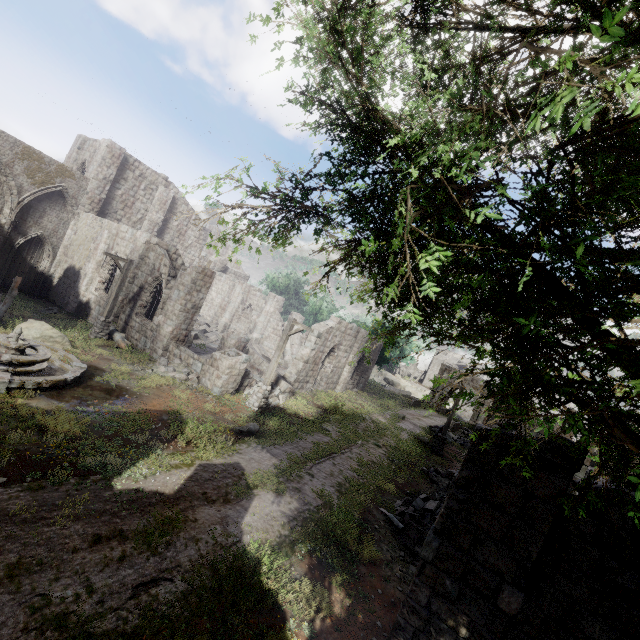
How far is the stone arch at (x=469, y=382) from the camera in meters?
39.7

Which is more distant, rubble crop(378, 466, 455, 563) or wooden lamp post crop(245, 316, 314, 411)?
wooden lamp post crop(245, 316, 314, 411)

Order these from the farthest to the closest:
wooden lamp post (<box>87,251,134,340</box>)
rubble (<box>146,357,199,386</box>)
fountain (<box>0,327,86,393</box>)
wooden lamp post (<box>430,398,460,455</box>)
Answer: wooden lamp post (<box>430,398,460,455</box>) → wooden lamp post (<box>87,251,134,340</box>) → rubble (<box>146,357,199,386</box>) → fountain (<box>0,327,86,393</box>)

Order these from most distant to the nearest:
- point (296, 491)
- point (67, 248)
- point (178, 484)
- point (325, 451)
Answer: point (67, 248), point (325, 451), point (296, 491), point (178, 484)

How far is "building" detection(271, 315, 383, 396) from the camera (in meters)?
21.59

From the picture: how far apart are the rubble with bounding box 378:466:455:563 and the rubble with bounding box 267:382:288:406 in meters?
7.5 m

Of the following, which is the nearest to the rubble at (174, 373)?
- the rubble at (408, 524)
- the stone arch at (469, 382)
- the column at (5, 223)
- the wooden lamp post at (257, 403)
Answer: the wooden lamp post at (257, 403)

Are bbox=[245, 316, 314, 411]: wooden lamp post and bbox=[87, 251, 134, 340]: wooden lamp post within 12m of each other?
yes
